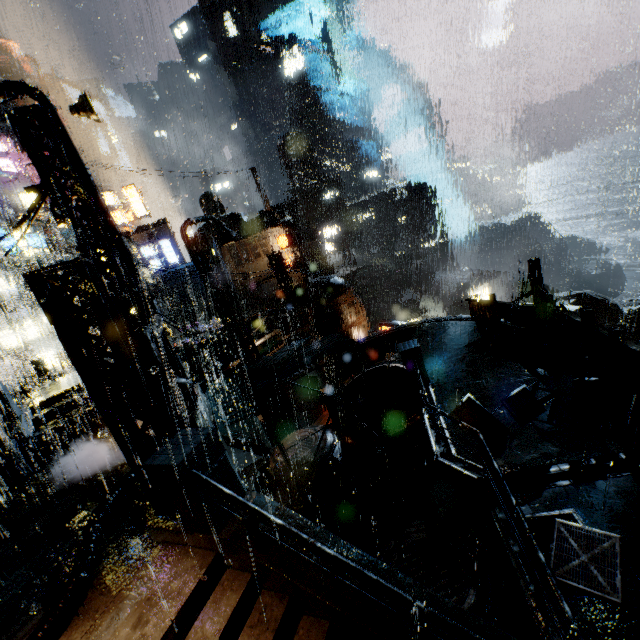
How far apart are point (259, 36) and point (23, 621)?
79.24m

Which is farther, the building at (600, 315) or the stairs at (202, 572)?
the building at (600, 315)

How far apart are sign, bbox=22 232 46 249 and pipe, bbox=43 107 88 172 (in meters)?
21.29

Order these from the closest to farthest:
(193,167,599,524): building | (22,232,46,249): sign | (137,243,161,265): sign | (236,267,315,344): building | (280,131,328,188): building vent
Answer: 1. (193,167,599,524): building
2. (236,267,315,344): building
3. (22,232,46,249): sign
4. (137,243,161,265): sign
5. (280,131,328,188): building vent

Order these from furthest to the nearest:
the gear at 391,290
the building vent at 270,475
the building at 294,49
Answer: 1. the building at 294,49
2. the gear at 391,290
3. the building vent at 270,475

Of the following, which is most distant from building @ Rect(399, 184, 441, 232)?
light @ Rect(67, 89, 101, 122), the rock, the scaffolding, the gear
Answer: the rock

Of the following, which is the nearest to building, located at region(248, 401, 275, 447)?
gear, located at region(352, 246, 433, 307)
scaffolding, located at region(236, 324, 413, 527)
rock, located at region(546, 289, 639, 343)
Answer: scaffolding, located at region(236, 324, 413, 527)

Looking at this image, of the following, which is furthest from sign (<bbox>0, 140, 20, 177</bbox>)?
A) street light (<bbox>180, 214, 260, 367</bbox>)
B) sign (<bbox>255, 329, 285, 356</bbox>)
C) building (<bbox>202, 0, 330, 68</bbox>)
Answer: sign (<bbox>255, 329, 285, 356</bbox>)
